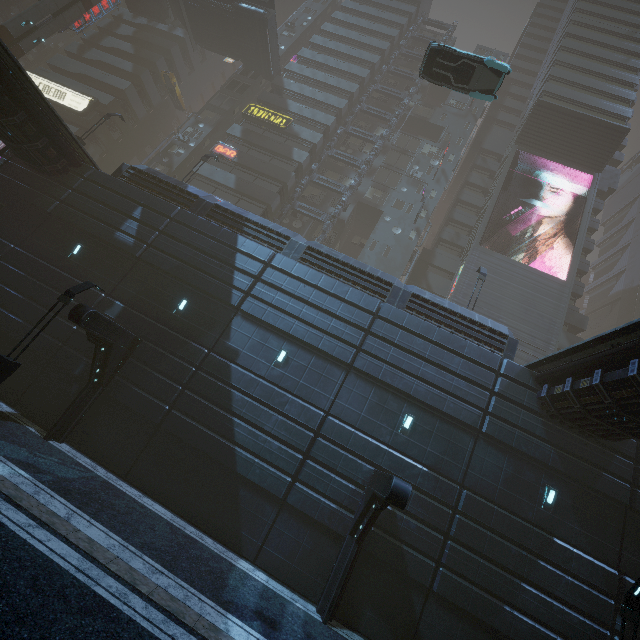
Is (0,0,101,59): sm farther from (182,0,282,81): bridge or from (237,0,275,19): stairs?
(182,0,282,81): bridge

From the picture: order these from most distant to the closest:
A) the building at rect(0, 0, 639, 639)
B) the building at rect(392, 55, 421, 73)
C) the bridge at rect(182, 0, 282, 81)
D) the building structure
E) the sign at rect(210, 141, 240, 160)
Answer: the building at rect(392, 55, 421, 73)
the bridge at rect(182, 0, 282, 81)
the sign at rect(210, 141, 240, 160)
the building structure
the building at rect(0, 0, 639, 639)

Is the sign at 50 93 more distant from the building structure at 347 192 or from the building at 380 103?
the building structure at 347 192

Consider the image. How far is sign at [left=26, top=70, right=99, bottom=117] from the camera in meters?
36.4 m

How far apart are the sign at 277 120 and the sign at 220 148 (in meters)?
4.28

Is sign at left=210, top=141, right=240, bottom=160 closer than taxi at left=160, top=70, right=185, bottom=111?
Yes

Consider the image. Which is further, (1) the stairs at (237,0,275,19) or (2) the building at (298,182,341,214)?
(2) the building at (298,182,341,214)

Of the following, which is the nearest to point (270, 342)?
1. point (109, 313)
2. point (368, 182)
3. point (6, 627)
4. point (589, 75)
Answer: point (109, 313)
